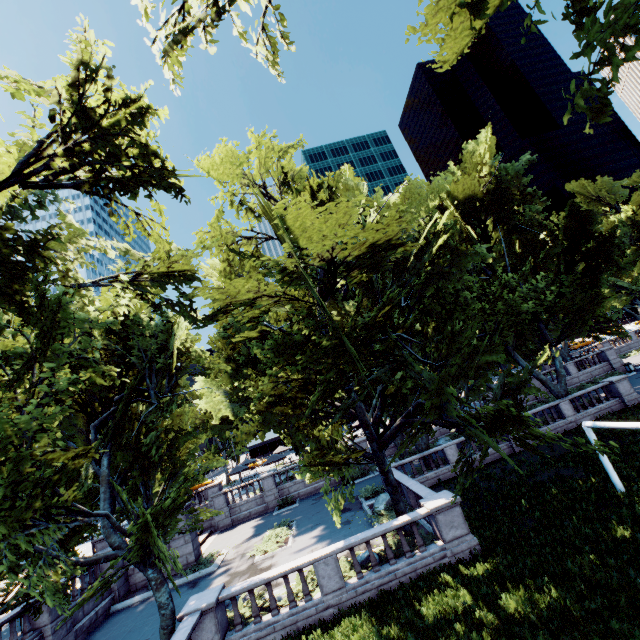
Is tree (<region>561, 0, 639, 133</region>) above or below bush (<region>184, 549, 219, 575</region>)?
above

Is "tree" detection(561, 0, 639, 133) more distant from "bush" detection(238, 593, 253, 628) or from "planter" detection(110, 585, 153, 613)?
"bush" detection(238, 593, 253, 628)

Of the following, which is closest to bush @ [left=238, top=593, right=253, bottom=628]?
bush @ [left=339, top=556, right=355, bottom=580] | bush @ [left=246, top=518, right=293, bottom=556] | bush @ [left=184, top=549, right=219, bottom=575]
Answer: bush @ [left=339, top=556, right=355, bottom=580]

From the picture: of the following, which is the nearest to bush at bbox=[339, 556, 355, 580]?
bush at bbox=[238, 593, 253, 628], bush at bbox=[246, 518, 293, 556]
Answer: bush at bbox=[238, 593, 253, 628]

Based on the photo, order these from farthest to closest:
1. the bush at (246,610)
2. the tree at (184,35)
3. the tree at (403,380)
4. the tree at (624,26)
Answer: the bush at (246,610)
the tree at (184,35)
the tree at (403,380)
the tree at (624,26)

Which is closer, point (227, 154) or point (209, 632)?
point (209, 632)

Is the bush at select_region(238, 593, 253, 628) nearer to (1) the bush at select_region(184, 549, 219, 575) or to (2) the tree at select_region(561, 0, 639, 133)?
(2) the tree at select_region(561, 0, 639, 133)

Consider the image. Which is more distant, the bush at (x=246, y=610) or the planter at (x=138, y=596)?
the planter at (x=138, y=596)
